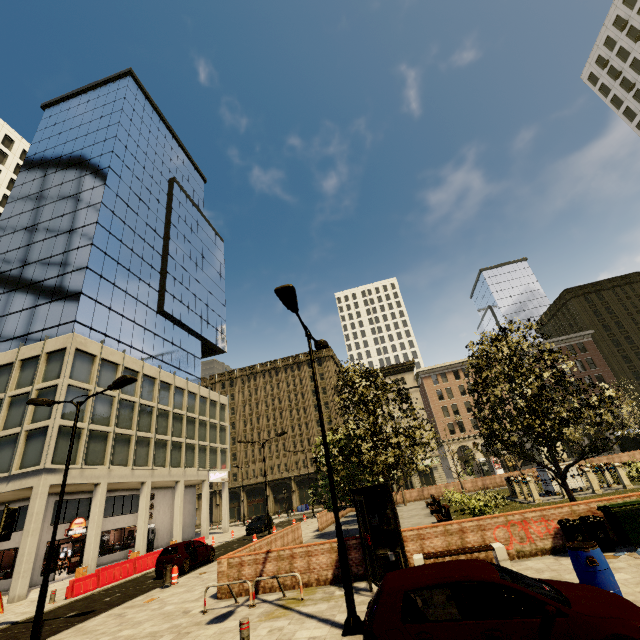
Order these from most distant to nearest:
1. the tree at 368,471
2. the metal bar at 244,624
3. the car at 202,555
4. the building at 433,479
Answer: the building at 433,479 → the car at 202,555 → the tree at 368,471 → the metal bar at 244,624

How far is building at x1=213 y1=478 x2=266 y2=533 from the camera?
40.6 meters

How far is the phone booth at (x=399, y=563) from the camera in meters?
9.9

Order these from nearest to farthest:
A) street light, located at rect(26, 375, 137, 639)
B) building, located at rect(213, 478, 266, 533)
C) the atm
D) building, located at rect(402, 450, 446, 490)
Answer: street light, located at rect(26, 375, 137, 639) → the atm → building, located at rect(213, 478, 266, 533) → building, located at rect(402, 450, 446, 490)

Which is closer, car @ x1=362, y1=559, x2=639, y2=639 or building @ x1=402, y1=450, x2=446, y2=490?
car @ x1=362, y1=559, x2=639, y2=639

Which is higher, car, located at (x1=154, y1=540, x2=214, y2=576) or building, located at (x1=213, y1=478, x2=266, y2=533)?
building, located at (x1=213, y1=478, x2=266, y2=533)

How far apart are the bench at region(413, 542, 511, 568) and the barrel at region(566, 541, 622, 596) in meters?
2.9 m

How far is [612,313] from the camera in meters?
58.2
